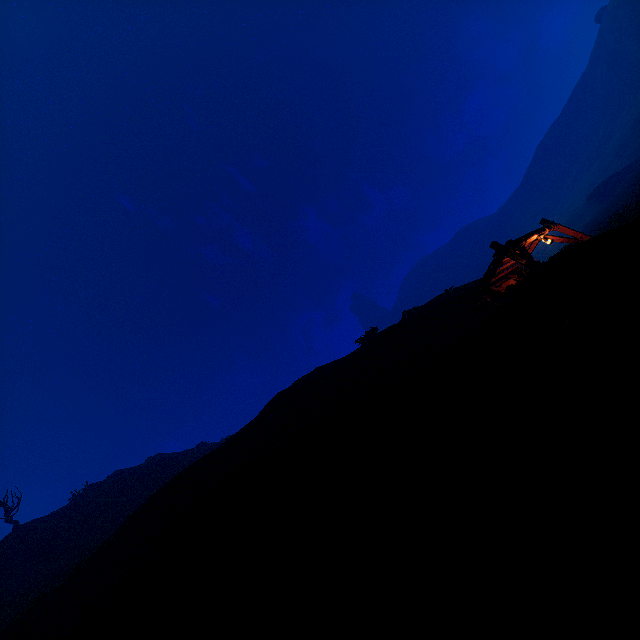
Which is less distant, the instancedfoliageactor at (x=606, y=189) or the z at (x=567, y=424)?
the z at (x=567, y=424)

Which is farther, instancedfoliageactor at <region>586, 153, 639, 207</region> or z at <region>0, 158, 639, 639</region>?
instancedfoliageactor at <region>586, 153, 639, 207</region>

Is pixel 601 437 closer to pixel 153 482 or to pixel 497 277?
pixel 497 277
